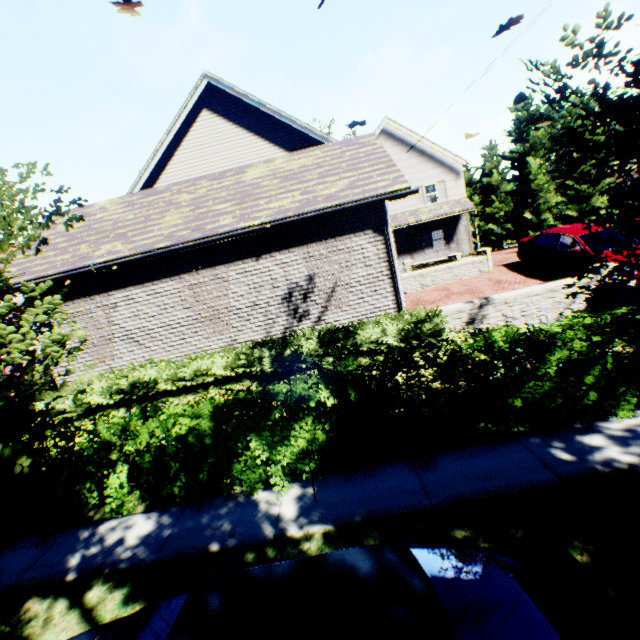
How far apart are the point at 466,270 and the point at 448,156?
15.0 meters

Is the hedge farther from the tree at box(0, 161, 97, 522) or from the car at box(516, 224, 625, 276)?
the car at box(516, 224, 625, 276)

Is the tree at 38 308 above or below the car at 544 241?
above

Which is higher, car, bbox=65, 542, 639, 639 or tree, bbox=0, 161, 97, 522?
tree, bbox=0, 161, 97, 522

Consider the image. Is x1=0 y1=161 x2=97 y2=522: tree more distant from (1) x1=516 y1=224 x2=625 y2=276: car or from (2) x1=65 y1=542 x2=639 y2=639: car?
(1) x1=516 y1=224 x2=625 y2=276: car

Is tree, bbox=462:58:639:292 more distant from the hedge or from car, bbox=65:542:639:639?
the hedge

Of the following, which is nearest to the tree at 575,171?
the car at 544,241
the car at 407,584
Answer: the car at 407,584
